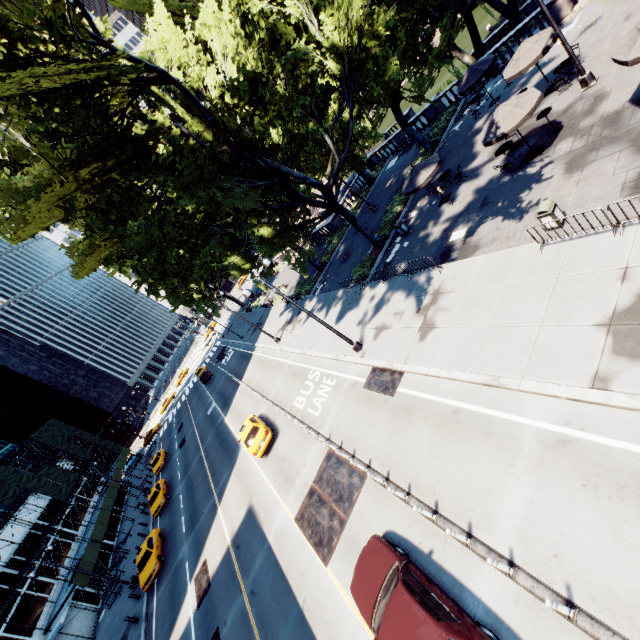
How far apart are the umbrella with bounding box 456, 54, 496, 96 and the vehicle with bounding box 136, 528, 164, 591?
39.5 meters

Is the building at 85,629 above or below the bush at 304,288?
above

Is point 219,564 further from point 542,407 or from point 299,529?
point 542,407

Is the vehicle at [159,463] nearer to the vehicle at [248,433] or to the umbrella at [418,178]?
the vehicle at [248,433]

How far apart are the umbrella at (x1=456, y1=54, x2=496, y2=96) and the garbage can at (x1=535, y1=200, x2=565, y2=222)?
14.38m

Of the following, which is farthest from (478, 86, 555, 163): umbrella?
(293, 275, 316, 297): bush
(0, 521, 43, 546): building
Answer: (0, 521, 43, 546): building

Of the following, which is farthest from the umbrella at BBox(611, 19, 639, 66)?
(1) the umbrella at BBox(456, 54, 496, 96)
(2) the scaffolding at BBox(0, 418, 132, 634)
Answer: (2) the scaffolding at BBox(0, 418, 132, 634)

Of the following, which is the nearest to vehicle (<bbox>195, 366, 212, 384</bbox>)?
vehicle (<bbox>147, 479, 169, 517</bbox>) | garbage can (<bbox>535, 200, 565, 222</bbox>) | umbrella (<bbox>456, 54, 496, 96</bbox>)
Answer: vehicle (<bbox>147, 479, 169, 517</bbox>)
